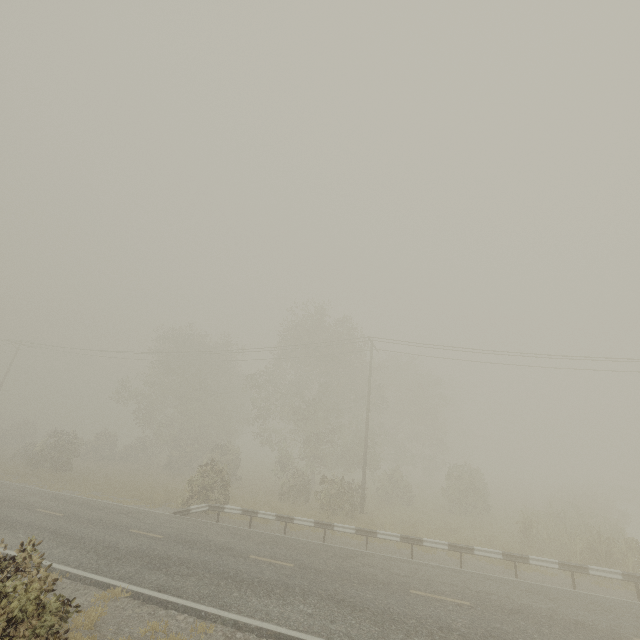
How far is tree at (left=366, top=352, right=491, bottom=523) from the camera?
24.44m

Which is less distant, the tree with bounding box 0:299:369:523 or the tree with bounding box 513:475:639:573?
the tree with bounding box 513:475:639:573

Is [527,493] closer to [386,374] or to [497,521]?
[386,374]

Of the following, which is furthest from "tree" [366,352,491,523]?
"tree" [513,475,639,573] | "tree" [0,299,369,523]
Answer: "tree" [0,299,369,523]

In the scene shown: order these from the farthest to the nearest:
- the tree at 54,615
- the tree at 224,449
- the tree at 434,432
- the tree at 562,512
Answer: the tree at 434,432, the tree at 224,449, the tree at 562,512, the tree at 54,615

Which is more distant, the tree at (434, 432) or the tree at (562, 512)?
the tree at (434, 432)

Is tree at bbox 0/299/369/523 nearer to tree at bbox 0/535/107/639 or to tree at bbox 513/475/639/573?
tree at bbox 0/535/107/639

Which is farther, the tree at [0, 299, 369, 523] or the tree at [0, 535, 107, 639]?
the tree at [0, 299, 369, 523]
